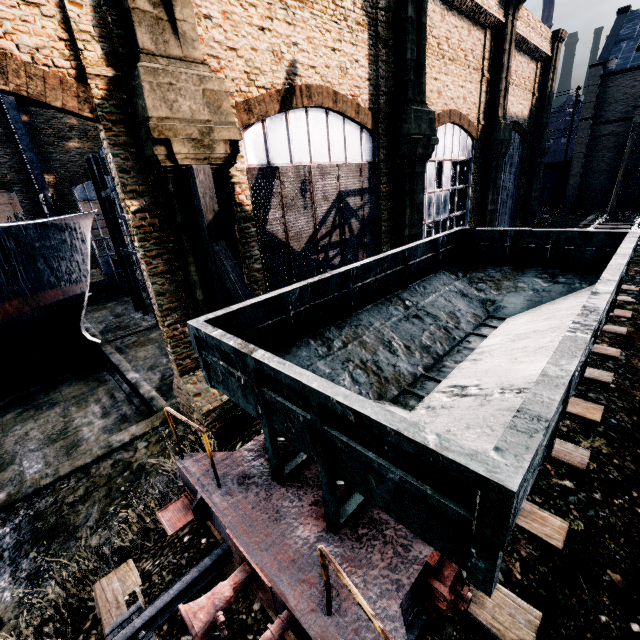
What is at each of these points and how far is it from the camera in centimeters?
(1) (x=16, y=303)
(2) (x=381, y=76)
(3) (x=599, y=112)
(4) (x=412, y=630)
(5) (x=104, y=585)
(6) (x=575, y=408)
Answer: (1) ship, 1675cm
(2) building, 1479cm
(3) building, 3559cm
(4) railway, 453cm
(5) railway, 545cm
(6) railway, 829cm

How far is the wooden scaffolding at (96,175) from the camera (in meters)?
21.61

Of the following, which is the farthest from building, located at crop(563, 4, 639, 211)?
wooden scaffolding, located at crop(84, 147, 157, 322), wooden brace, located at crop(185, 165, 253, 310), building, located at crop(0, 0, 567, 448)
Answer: wooden brace, located at crop(185, 165, 253, 310)

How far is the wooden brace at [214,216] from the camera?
8.4m

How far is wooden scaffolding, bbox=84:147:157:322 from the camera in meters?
21.6 m

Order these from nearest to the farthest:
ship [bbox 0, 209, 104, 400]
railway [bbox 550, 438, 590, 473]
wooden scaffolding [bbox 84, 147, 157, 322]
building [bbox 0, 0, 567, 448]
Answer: railway [bbox 550, 438, 590, 473], building [bbox 0, 0, 567, 448], ship [bbox 0, 209, 104, 400], wooden scaffolding [bbox 84, 147, 157, 322]

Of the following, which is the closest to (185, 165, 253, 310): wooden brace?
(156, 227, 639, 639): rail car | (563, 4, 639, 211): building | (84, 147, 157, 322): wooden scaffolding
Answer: (156, 227, 639, 639): rail car

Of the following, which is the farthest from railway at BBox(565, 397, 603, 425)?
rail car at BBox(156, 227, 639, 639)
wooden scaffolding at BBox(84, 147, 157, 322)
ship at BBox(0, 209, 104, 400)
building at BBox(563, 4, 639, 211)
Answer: ship at BBox(0, 209, 104, 400)
